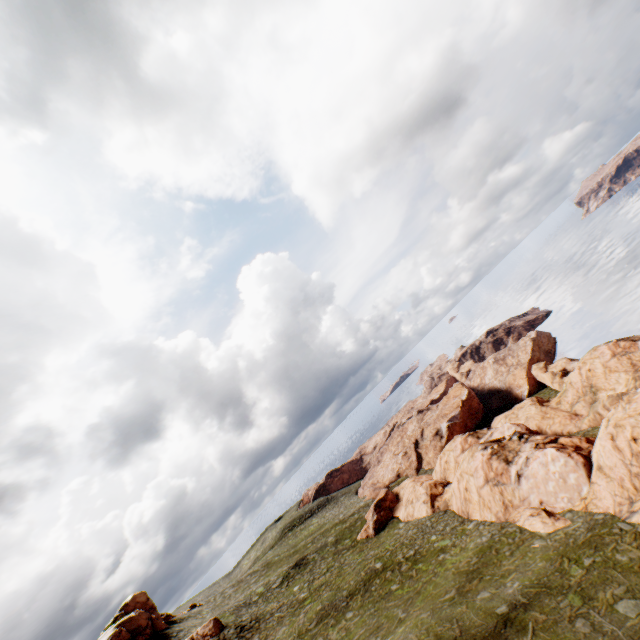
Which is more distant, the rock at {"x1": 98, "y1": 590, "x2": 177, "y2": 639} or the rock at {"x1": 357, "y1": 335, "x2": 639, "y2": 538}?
the rock at {"x1": 98, "y1": 590, "x2": 177, "y2": 639}

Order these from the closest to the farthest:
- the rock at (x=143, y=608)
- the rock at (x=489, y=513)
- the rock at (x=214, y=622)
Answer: the rock at (x=489, y=513), the rock at (x=214, y=622), the rock at (x=143, y=608)

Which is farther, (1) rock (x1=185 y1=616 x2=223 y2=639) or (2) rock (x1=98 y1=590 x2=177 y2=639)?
(2) rock (x1=98 y1=590 x2=177 y2=639)

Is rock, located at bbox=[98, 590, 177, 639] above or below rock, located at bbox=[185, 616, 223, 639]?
above

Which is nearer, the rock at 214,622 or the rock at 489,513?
the rock at 489,513

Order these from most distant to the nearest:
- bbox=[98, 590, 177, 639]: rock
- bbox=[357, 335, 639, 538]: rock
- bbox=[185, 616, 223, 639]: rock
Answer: bbox=[98, 590, 177, 639]: rock < bbox=[185, 616, 223, 639]: rock < bbox=[357, 335, 639, 538]: rock

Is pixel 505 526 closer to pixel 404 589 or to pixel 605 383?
pixel 404 589
